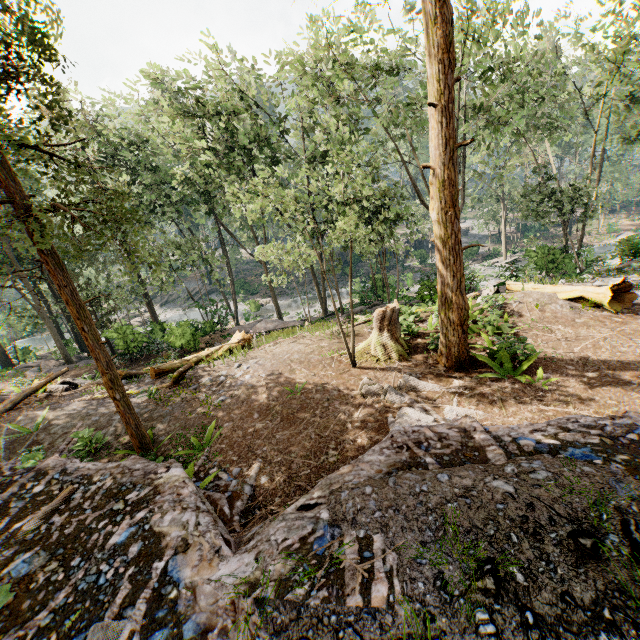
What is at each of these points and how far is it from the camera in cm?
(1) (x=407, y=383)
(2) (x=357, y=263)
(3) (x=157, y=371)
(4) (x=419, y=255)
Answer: (1) foliage, 932
(2) rock, 4988
(3) tree trunk, 1383
(4) rock, 4562

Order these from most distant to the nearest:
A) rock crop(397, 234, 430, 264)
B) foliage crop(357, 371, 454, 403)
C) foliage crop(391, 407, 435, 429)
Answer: rock crop(397, 234, 430, 264), foliage crop(357, 371, 454, 403), foliage crop(391, 407, 435, 429)

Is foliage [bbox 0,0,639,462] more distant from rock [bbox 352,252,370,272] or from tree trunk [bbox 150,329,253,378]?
tree trunk [bbox 150,329,253,378]

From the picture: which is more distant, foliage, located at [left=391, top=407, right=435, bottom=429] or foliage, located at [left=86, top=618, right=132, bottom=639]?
foliage, located at [left=391, top=407, right=435, bottom=429]

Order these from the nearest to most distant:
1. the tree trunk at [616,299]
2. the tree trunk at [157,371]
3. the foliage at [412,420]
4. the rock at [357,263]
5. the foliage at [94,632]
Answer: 1. the foliage at [94,632]
2. the foliage at [412,420]
3. the tree trunk at [616,299]
4. the tree trunk at [157,371]
5. the rock at [357,263]

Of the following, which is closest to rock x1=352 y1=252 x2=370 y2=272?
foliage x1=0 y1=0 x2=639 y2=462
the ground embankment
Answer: foliage x1=0 y1=0 x2=639 y2=462

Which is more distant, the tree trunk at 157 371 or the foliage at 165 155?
the tree trunk at 157 371
